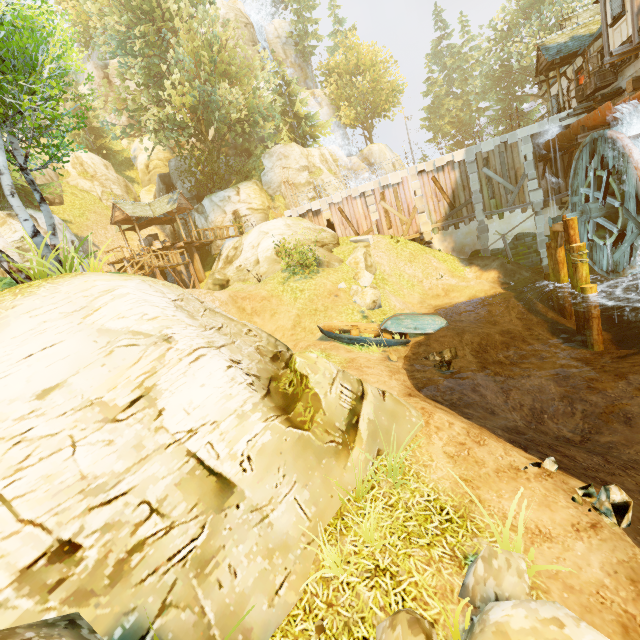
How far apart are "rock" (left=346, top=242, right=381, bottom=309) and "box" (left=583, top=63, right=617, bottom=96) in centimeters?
1335cm

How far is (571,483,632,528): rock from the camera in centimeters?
449cm

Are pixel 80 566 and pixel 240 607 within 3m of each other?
yes

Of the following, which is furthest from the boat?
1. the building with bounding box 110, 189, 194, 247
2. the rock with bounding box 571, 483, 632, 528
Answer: the building with bounding box 110, 189, 194, 247

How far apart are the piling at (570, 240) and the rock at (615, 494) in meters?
11.7

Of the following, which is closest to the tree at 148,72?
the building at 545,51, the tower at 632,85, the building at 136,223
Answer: the building at 136,223

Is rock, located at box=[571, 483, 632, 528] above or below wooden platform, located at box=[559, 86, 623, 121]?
below

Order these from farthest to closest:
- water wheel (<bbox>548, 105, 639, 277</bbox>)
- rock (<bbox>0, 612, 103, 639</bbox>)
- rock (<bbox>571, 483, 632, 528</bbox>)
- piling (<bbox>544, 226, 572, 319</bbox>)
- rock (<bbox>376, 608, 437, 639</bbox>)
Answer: piling (<bbox>544, 226, 572, 319</bbox>), water wheel (<bbox>548, 105, 639, 277</bbox>), rock (<bbox>571, 483, 632, 528</bbox>), rock (<bbox>376, 608, 437, 639</bbox>), rock (<bbox>0, 612, 103, 639</bbox>)
